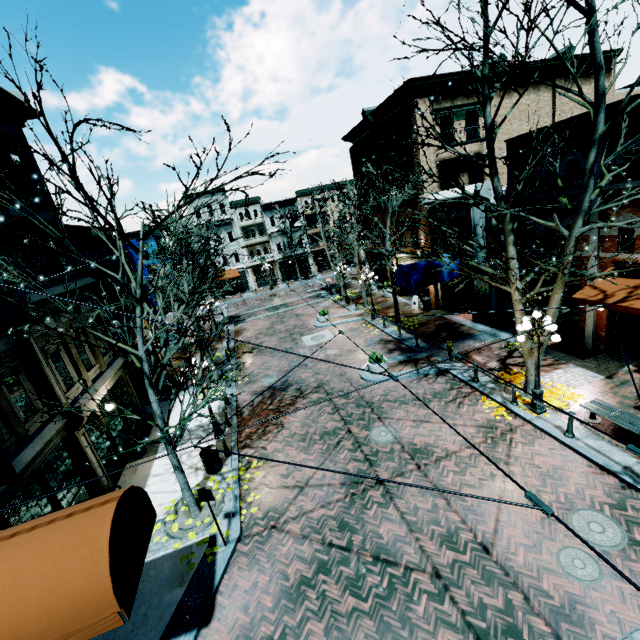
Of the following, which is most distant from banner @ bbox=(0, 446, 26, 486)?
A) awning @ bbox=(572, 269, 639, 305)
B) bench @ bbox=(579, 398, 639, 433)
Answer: awning @ bbox=(572, 269, 639, 305)

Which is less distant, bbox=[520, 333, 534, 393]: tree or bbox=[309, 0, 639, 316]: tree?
bbox=[309, 0, 639, 316]: tree

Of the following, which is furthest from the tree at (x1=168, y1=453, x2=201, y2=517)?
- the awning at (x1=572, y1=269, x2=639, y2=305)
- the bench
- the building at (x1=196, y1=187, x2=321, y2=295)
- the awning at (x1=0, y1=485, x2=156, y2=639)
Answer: the building at (x1=196, y1=187, x2=321, y2=295)

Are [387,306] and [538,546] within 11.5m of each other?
no

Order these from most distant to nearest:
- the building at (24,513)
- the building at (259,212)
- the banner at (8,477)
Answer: the building at (259,212)
the building at (24,513)
the banner at (8,477)

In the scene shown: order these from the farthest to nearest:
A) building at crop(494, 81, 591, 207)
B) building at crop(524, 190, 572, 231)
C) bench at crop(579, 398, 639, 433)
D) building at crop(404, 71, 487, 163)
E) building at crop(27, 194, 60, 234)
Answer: building at crop(404, 71, 487, 163)
building at crop(524, 190, 572, 231)
building at crop(494, 81, 591, 207)
building at crop(27, 194, 60, 234)
bench at crop(579, 398, 639, 433)

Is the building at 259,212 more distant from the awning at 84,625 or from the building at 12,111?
the awning at 84,625

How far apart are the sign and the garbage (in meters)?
2.99
